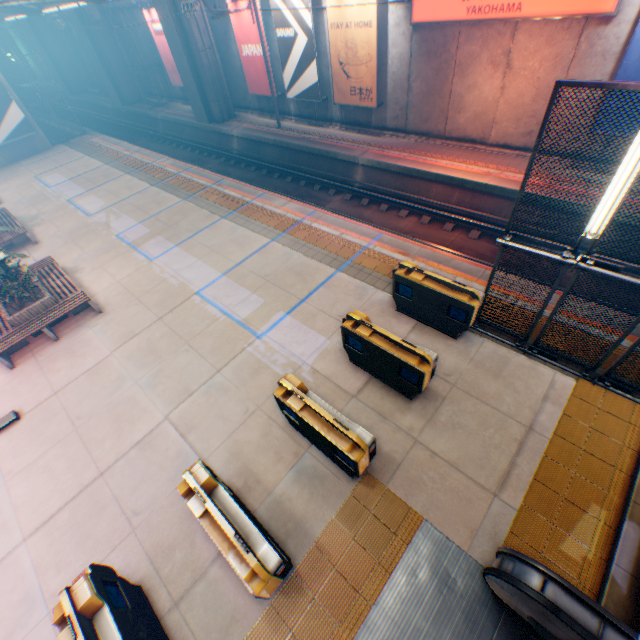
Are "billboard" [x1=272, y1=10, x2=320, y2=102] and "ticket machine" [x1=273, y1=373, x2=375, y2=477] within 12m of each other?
no

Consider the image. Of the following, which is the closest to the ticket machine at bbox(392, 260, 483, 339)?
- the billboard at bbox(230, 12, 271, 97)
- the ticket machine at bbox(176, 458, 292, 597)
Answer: the ticket machine at bbox(176, 458, 292, 597)

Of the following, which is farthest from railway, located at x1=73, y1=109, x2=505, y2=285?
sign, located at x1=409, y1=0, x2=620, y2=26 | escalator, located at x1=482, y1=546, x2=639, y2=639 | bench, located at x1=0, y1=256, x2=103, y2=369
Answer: bench, located at x1=0, y1=256, x2=103, y2=369

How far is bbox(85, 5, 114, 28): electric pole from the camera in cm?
2309

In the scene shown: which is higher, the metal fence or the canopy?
the canopy

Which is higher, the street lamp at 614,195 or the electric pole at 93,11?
the electric pole at 93,11

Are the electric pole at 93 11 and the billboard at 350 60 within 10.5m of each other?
no

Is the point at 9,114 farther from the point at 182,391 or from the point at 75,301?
the point at 182,391
